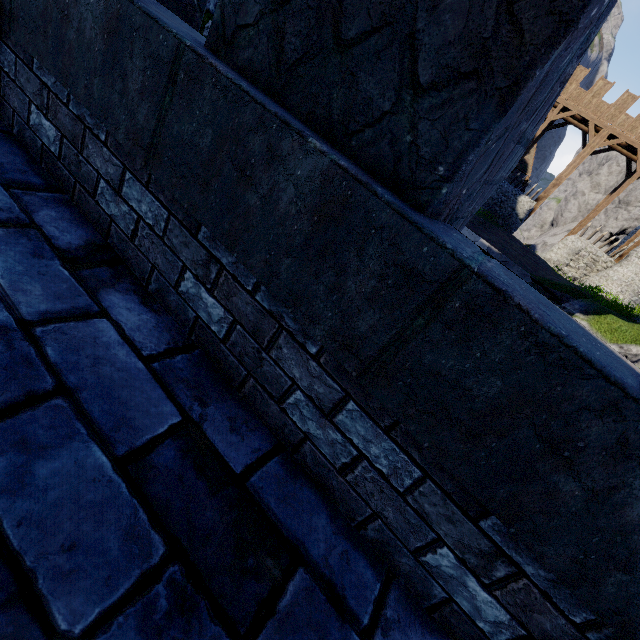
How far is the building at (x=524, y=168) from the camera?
36.3 meters

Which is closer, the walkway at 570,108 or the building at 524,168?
the walkway at 570,108

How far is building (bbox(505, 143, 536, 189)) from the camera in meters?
36.3 m

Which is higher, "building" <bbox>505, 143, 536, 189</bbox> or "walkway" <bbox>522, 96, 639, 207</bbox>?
"walkway" <bbox>522, 96, 639, 207</bbox>

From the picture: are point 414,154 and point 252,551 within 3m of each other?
yes

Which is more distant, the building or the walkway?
the building
